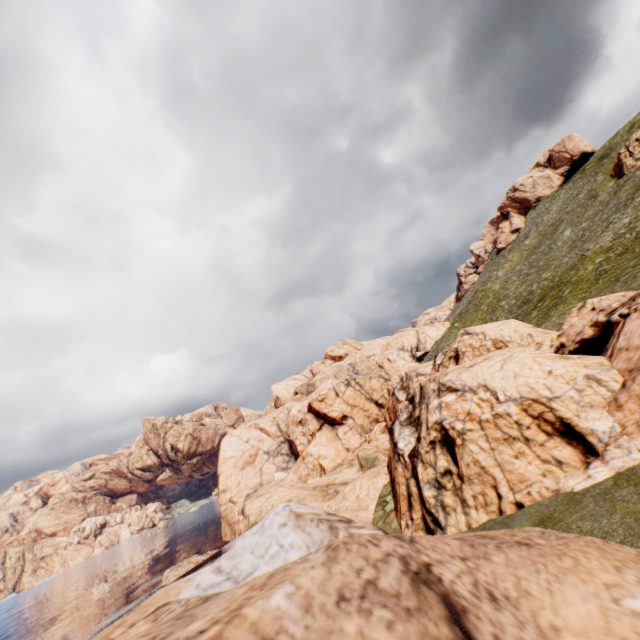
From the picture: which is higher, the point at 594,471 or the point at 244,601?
the point at 244,601
